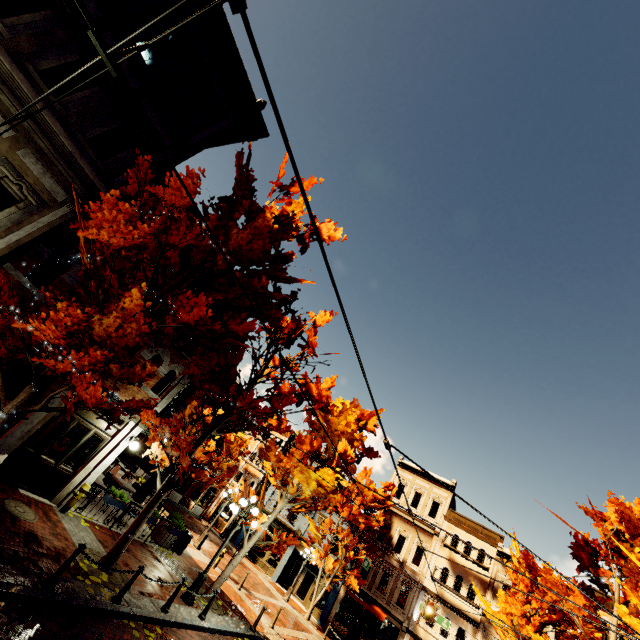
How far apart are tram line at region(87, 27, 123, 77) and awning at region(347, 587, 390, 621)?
31.0m

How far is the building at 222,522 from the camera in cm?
3203

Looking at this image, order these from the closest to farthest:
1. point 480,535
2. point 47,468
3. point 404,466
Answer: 1. point 47,468
2. point 480,535
3. point 404,466

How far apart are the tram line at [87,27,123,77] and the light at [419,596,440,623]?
22.8m

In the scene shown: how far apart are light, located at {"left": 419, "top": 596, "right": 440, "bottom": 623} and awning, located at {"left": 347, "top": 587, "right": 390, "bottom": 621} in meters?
7.8 m

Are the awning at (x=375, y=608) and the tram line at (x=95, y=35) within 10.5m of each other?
no

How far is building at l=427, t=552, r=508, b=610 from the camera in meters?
22.9 m
